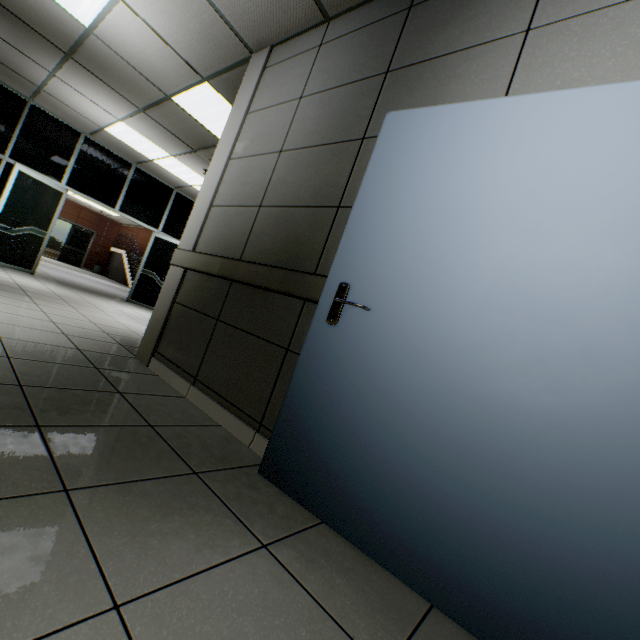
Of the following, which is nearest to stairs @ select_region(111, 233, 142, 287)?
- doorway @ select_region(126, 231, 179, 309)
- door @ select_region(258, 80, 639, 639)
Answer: doorway @ select_region(126, 231, 179, 309)

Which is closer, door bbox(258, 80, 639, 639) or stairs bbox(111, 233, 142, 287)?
door bbox(258, 80, 639, 639)

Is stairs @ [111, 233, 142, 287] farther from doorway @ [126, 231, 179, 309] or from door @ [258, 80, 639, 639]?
door @ [258, 80, 639, 639]

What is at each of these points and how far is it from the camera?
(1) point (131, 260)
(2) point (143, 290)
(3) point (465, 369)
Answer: (1) stairs, 17.33m
(2) doorway, 8.46m
(3) door, 1.24m

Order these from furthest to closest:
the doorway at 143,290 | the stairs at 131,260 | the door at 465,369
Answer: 1. the stairs at 131,260
2. the doorway at 143,290
3. the door at 465,369

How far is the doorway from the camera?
8.4 meters

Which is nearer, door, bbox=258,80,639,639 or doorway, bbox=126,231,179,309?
door, bbox=258,80,639,639

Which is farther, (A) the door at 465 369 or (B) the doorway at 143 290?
(B) the doorway at 143 290
